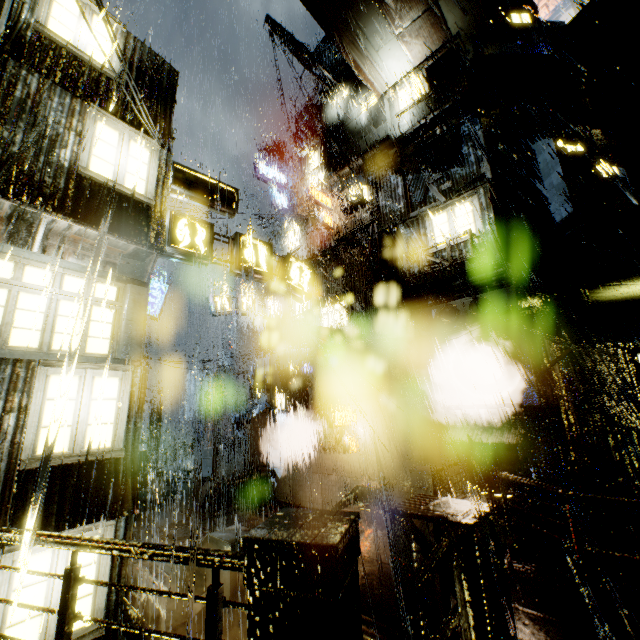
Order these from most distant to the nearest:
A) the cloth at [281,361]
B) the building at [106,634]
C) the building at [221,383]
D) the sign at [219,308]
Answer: the building at [221,383]
the sign at [219,308]
the cloth at [281,361]
the building at [106,634]

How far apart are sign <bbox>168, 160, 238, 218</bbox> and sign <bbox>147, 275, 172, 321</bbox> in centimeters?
962cm

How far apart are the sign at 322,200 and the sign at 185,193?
8.4m

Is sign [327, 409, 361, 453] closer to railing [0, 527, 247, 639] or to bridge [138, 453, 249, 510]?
bridge [138, 453, 249, 510]

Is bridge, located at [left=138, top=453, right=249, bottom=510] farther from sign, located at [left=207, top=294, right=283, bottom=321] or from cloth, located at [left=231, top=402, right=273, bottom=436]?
sign, located at [left=207, top=294, right=283, bottom=321]

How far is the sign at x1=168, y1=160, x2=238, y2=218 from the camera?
9.6m

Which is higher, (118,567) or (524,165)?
(524,165)

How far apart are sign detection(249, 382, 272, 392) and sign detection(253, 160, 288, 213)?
14.9m
